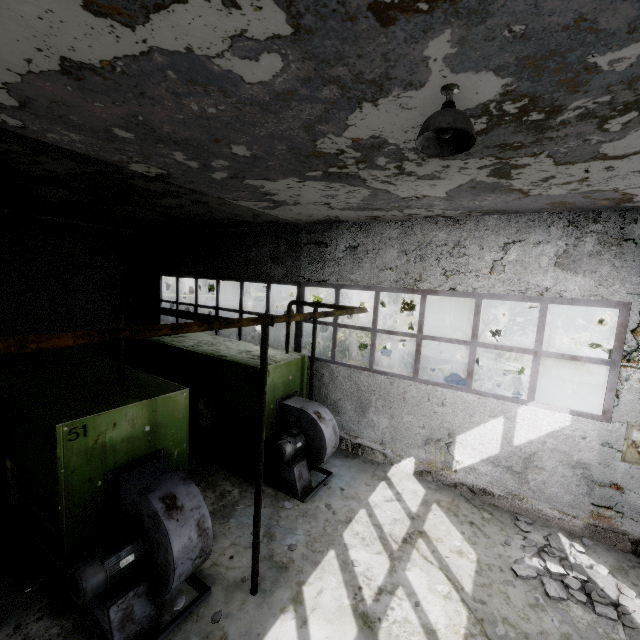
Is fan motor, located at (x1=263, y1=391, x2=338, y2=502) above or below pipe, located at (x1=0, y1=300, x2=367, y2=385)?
below

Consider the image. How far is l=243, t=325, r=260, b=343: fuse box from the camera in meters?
21.2

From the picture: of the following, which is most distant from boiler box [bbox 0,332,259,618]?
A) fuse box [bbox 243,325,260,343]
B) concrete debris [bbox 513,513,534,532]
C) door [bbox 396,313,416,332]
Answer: door [bbox 396,313,416,332]

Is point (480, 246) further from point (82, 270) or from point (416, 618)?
point (82, 270)

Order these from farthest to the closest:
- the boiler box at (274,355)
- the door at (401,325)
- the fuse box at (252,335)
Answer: the door at (401,325) < the fuse box at (252,335) < the boiler box at (274,355)

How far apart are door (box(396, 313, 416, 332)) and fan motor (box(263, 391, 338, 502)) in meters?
22.2

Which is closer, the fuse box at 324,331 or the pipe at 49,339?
the pipe at 49,339

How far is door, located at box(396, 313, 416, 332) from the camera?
29.84m
